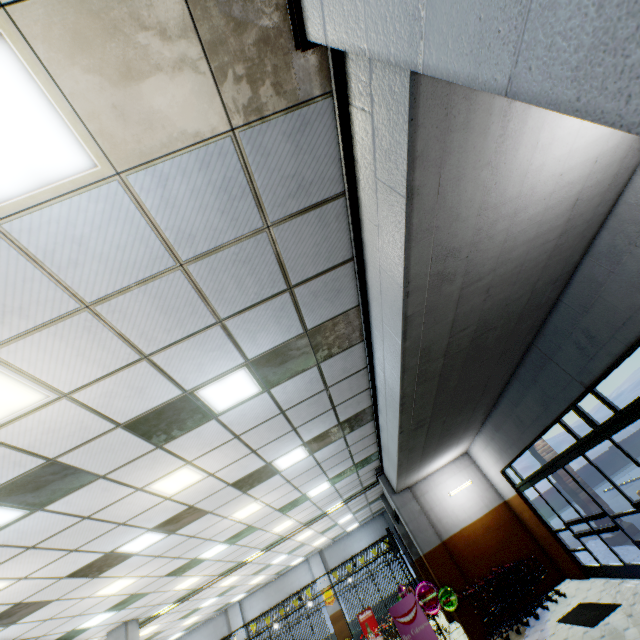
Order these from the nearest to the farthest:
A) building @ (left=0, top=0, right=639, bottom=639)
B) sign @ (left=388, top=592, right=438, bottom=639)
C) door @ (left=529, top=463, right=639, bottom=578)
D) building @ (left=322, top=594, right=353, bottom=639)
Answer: building @ (left=0, top=0, right=639, bottom=639)
door @ (left=529, top=463, right=639, bottom=578)
sign @ (left=388, top=592, right=438, bottom=639)
building @ (left=322, top=594, right=353, bottom=639)

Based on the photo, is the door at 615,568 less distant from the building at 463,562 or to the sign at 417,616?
the building at 463,562

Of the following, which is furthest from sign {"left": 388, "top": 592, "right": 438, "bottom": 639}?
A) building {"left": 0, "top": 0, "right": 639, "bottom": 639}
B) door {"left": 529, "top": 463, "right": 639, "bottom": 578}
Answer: door {"left": 529, "top": 463, "right": 639, "bottom": 578}

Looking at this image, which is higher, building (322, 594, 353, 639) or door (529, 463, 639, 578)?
building (322, 594, 353, 639)

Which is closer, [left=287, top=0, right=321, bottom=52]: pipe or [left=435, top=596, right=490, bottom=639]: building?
[left=287, top=0, right=321, bottom=52]: pipe

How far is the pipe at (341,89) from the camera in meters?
2.3 m

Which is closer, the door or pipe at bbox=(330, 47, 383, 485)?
pipe at bbox=(330, 47, 383, 485)

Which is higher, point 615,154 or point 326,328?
point 326,328
